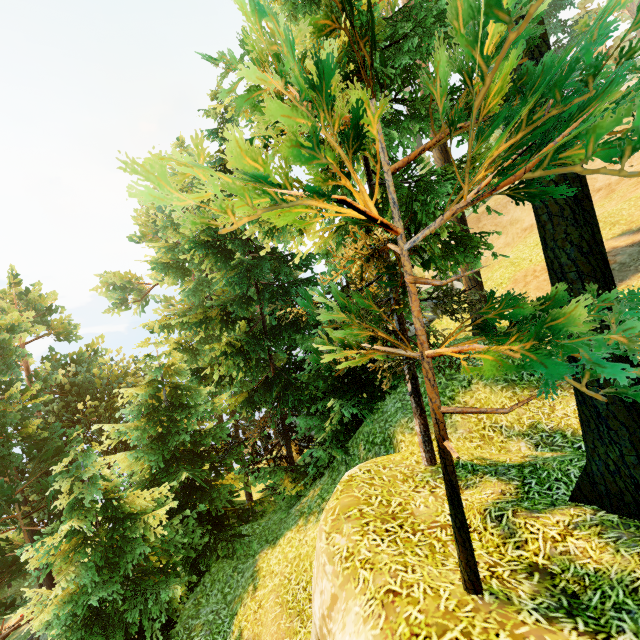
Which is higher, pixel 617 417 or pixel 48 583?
pixel 617 417
